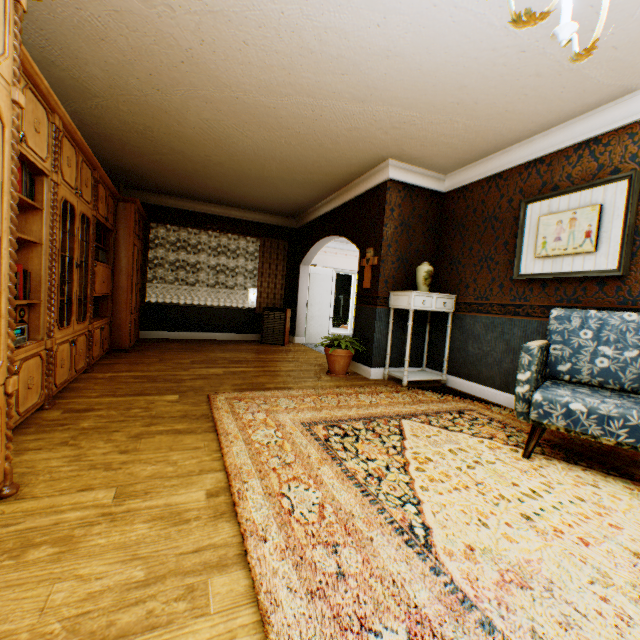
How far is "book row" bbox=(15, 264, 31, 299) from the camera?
2.4 meters

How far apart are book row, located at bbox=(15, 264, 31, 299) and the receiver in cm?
19

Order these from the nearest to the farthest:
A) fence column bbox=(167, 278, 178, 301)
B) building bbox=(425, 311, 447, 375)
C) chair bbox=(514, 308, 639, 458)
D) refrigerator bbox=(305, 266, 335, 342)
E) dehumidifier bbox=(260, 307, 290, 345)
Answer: chair bbox=(514, 308, 639, 458) < building bbox=(425, 311, 447, 375) < dehumidifier bbox=(260, 307, 290, 345) < refrigerator bbox=(305, 266, 335, 342) < fence column bbox=(167, 278, 178, 301)

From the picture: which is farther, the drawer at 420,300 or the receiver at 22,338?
the drawer at 420,300

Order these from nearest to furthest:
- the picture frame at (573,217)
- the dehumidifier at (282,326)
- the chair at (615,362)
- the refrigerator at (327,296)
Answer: the chair at (615,362), the picture frame at (573,217), the dehumidifier at (282,326), the refrigerator at (327,296)

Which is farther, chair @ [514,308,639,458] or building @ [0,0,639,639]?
chair @ [514,308,639,458]

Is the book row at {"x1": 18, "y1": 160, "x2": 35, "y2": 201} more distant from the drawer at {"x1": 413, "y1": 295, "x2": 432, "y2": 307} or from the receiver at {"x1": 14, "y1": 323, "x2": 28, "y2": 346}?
the drawer at {"x1": 413, "y1": 295, "x2": 432, "y2": 307}

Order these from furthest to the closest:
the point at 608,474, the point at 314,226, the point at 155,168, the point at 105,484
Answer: the point at 314,226, the point at 155,168, the point at 608,474, the point at 105,484
